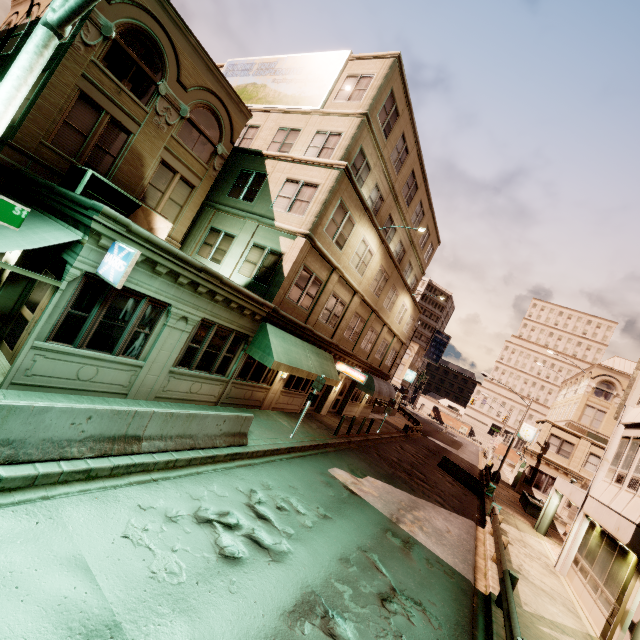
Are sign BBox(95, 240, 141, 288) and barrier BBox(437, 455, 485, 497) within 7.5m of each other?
no

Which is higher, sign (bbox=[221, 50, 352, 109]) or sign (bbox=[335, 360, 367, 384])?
sign (bbox=[221, 50, 352, 109])

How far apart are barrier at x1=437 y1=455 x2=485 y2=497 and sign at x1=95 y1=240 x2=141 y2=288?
25.37m

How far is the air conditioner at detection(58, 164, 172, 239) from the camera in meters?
10.9

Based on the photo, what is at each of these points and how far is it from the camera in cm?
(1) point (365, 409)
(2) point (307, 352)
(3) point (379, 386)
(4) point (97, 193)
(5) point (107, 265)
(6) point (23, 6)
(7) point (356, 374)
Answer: (1) building, 2959
(2) awning, 1611
(3) awning, 2595
(4) air conditioner, 1123
(5) sign, 770
(6) building, 1702
(7) sign, 2000

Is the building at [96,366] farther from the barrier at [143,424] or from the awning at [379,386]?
the barrier at [143,424]

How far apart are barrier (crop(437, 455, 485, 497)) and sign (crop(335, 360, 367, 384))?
12.00m

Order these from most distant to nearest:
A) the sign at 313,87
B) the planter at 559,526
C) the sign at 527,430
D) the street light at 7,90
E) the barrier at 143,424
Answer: the sign at 527,430
the planter at 559,526
the sign at 313,87
the barrier at 143,424
the street light at 7,90
